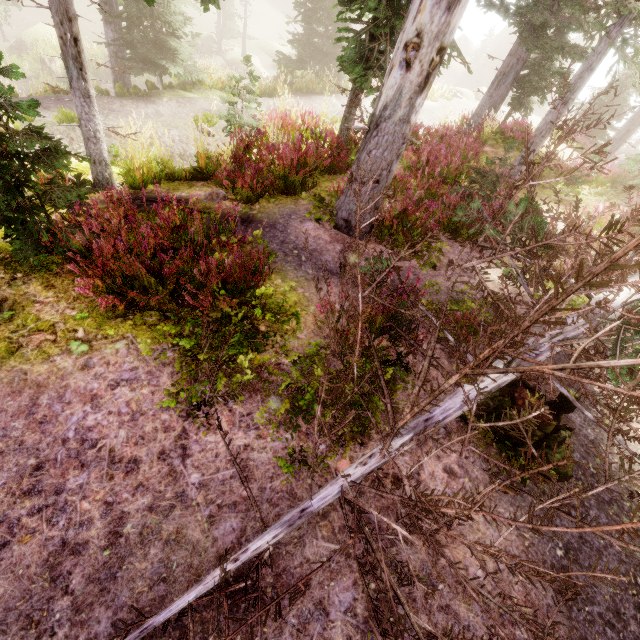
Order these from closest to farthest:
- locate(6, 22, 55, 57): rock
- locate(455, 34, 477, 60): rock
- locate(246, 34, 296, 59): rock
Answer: locate(6, 22, 55, 57): rock < locate(246, 34, 296, 59): rock < locate(455, 34, 477, 60): rock

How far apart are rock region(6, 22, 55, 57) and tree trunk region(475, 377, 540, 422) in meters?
33.5 m

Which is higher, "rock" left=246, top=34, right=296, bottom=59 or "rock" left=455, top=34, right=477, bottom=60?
"rock" left=455, top=34, right=477, bottom=60

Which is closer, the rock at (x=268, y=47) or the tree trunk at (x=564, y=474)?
the tree trunk at (x=564, y=474)

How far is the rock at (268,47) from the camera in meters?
32.7 m

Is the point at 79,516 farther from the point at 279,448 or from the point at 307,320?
the point at 307,320

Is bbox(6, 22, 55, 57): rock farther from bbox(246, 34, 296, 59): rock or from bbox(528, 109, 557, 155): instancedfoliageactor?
bbox(246, 34, 296, 59): rock
